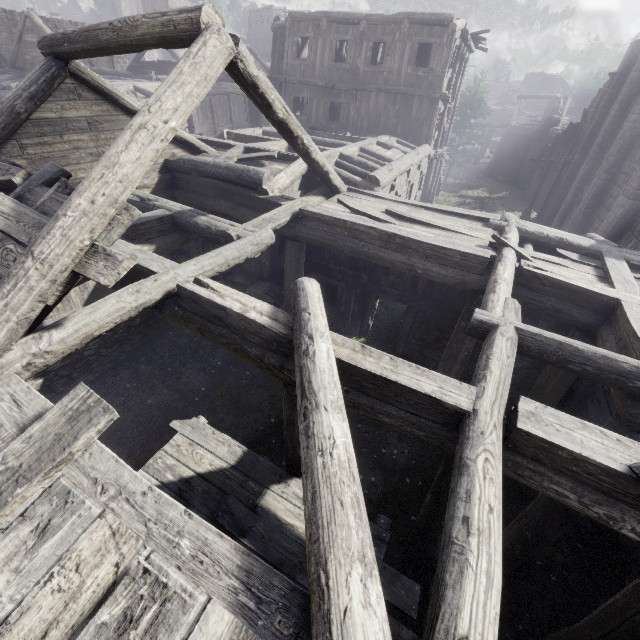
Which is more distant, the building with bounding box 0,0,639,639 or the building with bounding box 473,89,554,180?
the building with bounding box 473,89,554,180

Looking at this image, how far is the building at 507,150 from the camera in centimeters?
3544cm

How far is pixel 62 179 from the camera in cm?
454

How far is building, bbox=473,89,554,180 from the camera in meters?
35.4

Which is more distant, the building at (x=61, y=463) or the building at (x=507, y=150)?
the building at (x=507, y=150)
